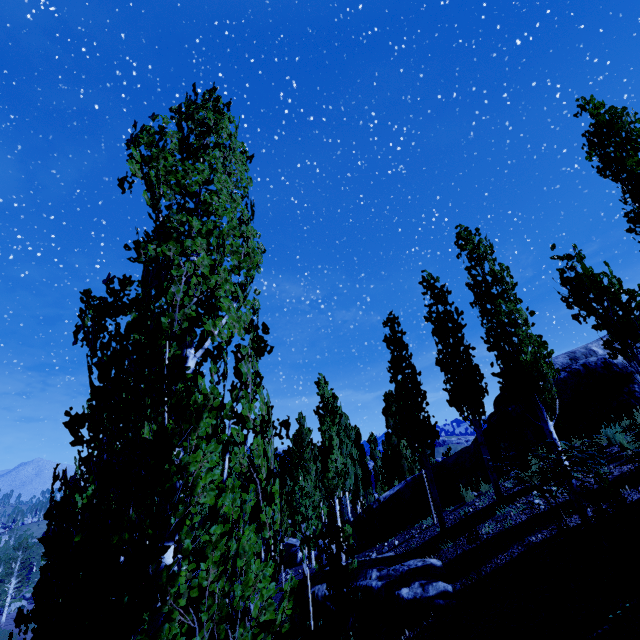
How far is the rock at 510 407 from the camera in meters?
11.5

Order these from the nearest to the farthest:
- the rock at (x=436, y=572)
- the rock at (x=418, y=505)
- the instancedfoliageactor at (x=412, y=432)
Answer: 1. the rock at (x=436, y=572)
2. the instancedfoliageactor at (x=412, y=432)
3. the rock at (x=418, y=505)

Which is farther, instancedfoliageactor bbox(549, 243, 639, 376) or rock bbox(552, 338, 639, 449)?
rock bbox(552, 338, 639, 449)

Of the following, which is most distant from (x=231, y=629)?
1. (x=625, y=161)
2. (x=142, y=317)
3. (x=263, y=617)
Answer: (x=625, y=161)

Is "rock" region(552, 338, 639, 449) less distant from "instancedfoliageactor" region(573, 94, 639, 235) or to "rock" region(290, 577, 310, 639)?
"instancedfoliageactor" region(573, 94, 639, 235)

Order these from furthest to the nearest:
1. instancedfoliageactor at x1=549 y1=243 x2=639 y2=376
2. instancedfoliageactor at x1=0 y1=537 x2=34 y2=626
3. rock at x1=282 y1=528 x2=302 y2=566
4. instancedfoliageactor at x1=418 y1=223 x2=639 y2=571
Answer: instancedfoliageactor at x1=0 y1=537 x2=34 y2=626 → rock at x1=282 y1=528 x2=302 y2=566 → instancedfoliageactor at x1=549 y1=243 x2=639 y2=376 → instancedfoliageactor at x1=418 y1=223 x2=639 y2=571

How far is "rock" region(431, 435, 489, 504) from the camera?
12.6 meters
